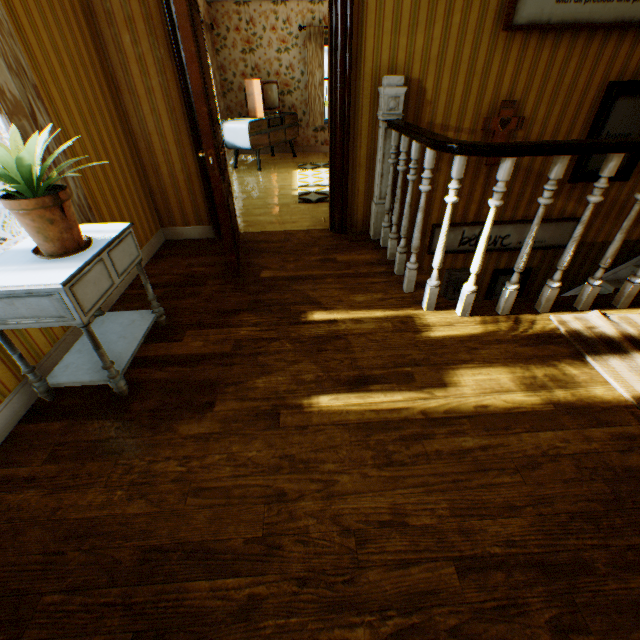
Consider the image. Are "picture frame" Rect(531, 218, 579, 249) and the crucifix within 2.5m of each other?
yes

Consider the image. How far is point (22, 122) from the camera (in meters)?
1.92

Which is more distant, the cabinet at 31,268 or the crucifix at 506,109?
the crucifix at 506,109

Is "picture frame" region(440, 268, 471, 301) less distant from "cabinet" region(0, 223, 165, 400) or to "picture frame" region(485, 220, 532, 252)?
"picture frame" region(485, 220, 532, 252)

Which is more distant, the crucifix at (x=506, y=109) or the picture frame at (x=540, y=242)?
the picture frame at (x=540, y=242)

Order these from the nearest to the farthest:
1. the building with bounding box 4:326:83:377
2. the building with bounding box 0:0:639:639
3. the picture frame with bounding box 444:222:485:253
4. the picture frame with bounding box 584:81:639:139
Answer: the building with bounding box 0:0:639:639, the building with bounding box 4:326:83:377, the picture frame with bounding box 584:81:639:139, the picture frame with bounding box 444:222:485:253

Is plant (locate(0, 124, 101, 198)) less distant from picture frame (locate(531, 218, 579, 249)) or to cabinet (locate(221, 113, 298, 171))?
picture frame (locate(531, 218, 579, 249))

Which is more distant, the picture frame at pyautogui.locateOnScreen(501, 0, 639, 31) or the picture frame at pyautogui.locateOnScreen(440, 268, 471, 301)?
the picture frame at pyautogui.locateOnScreen(440, 268, 471, 301)
